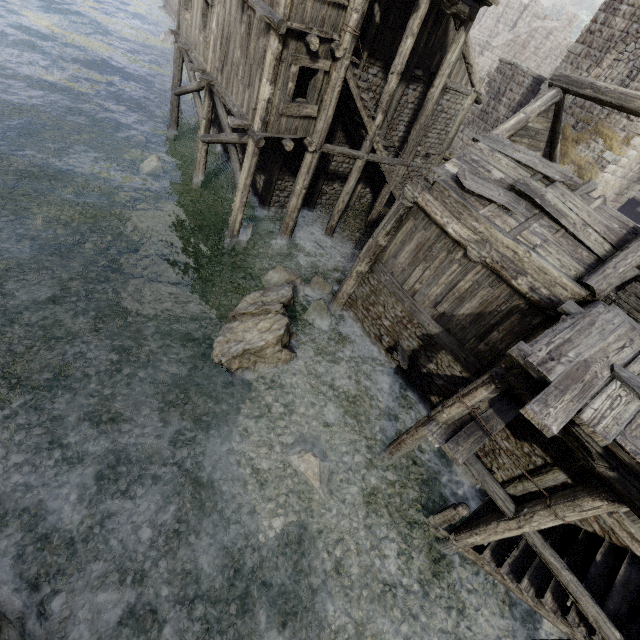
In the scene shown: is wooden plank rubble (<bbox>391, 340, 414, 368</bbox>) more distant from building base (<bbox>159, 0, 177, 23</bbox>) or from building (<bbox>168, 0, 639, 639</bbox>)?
building base (<bbox>159, 0, 177, 23</bbox>)

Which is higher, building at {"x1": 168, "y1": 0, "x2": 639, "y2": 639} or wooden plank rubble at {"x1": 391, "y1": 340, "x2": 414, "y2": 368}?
building at {"x1": 168, "y1": 0, "x2": 639, "y2": 639}

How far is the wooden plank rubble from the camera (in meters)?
9.86

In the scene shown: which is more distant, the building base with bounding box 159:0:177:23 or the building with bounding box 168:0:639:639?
the building base with bounding box 159:0:177:23

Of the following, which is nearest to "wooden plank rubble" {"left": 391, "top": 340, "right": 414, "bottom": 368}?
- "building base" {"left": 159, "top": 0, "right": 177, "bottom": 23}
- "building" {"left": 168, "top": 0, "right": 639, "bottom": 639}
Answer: "building" {"left": 168, "top": 0, "right": 639, "bottom": 639}

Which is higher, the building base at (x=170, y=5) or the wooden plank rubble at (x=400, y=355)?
the wooden plank rubble at (x=400, y=355)

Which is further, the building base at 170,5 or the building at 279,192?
the building base at 170,5

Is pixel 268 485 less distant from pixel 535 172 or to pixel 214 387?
pixel 214 387
